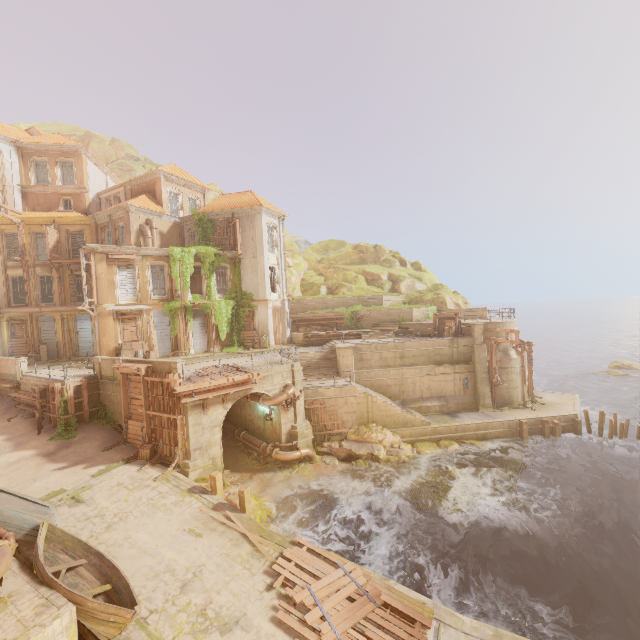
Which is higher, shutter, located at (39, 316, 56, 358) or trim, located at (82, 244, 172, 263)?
trim, located at (82, 244, 172, 263)

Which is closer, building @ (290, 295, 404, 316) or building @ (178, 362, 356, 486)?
building @ (178, 362, 356, 486)

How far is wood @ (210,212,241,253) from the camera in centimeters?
2849cm

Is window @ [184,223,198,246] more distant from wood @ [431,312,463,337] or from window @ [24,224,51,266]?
wood @ [431,312,463,337]

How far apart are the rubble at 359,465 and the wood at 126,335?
18.83m

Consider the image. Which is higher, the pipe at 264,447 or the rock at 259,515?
the pipe at 264,447

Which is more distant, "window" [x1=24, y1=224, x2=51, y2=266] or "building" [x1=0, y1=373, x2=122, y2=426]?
"window" [x1=24, y1=224, x2=51, y2=266]

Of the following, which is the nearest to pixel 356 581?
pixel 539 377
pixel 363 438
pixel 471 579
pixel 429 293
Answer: pixel 471 579
